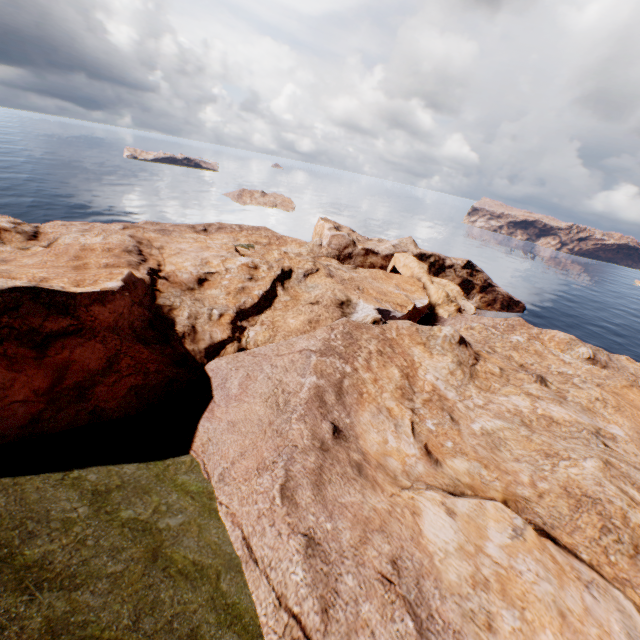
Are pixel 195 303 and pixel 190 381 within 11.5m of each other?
yes
